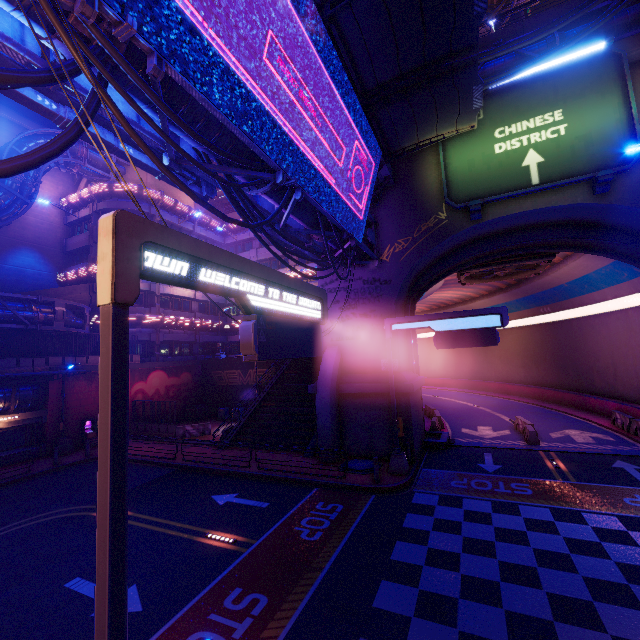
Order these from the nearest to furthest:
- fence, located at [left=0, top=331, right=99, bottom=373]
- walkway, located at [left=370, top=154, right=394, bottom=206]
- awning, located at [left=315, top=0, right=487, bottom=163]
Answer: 1. awning, located at [left=315, top=0, right=487, bottom=163]
2. walkway, located at [left=370, top=154, right=394, bottom=206]
3. fence, located at [left=0, top=331, right=99, bottom=373]

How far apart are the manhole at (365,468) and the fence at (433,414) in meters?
8.3

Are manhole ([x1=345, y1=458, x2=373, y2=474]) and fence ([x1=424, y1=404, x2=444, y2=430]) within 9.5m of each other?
yes

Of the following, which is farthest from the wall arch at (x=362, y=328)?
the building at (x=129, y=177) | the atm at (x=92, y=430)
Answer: the building at (x=129, y=177)

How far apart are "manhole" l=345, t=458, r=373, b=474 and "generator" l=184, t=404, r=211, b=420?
19.40m

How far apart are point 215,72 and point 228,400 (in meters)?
30.59

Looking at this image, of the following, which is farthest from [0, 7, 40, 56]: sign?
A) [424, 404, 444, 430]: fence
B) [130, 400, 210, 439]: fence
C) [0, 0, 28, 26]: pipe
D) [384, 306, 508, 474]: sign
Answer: [424, 404, 444, 430]: fence

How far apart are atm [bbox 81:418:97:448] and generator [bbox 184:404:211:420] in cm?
803
